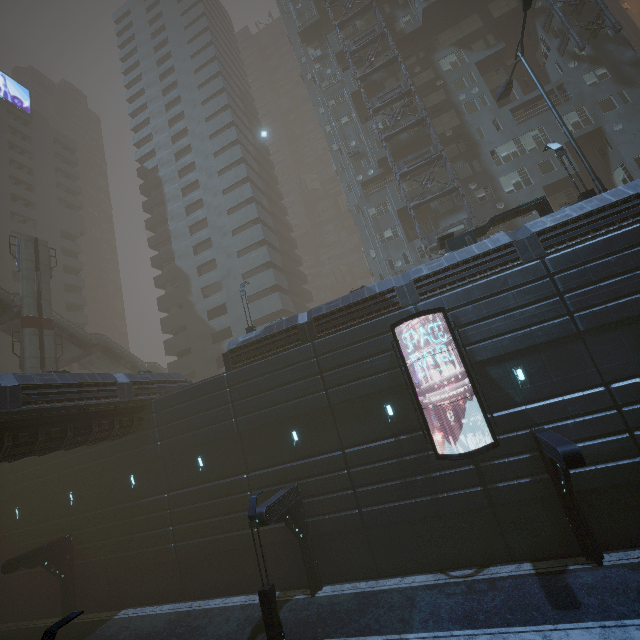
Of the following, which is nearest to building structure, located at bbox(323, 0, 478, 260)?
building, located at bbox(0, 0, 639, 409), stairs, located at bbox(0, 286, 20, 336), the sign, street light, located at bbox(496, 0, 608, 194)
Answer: building, located at bbox(0, 0, 639, 409)

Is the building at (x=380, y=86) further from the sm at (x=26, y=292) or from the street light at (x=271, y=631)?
the sm at (x=26, y=292)

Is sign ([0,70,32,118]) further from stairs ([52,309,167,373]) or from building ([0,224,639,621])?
stairs ([52,309,167,373])

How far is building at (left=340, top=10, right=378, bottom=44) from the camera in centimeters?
3525cm

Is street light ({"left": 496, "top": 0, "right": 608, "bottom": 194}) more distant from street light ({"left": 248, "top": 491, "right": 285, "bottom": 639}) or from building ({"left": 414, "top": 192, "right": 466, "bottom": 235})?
street light ({"left": 248, "top": 491, "right": 285, "bottom": 639})

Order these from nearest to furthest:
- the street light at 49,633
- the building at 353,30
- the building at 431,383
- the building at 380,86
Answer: the street light at 49,633 → the building at 431,383 → the building at 380,86 → the building at 353,30

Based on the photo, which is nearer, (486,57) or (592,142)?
(592,142)
